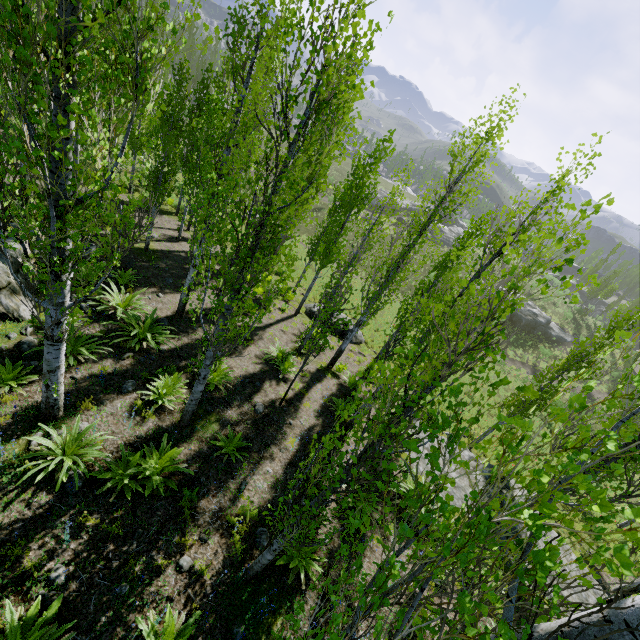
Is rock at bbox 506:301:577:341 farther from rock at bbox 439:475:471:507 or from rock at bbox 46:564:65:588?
rock at bbox 46:564:65:588

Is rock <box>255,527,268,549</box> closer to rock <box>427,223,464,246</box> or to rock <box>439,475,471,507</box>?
rock <box>439,475,471,507</box>

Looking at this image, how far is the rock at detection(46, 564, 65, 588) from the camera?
4.4m

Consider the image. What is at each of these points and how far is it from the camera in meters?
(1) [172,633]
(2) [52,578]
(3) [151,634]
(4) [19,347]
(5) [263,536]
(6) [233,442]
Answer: (1) instancedfoliageactor, 4.3
(2) rock, 4.5
(3) instancedfoliageactor, 4.2
(4) rock, 7.2
(5) rock, 6.2
(6) instancedfoliageactor, 7.6

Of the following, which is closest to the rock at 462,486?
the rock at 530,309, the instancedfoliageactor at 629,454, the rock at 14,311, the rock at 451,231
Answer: the instancedfoliageactor at 629,454

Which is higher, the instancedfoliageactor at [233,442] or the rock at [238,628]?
the rock at [238,628]

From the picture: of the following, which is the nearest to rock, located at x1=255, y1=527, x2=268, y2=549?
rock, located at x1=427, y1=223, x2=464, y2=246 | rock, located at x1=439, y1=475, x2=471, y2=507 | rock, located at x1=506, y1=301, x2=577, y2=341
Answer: rock, located at x1=439, y1=475, x2=471, y2=507
